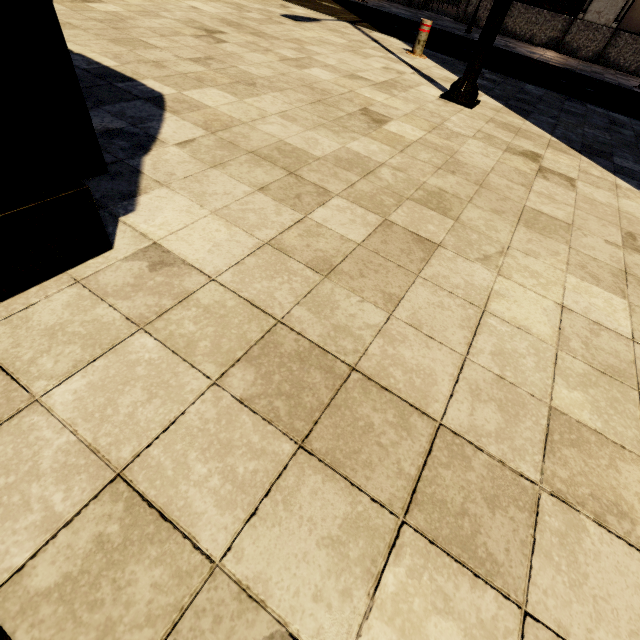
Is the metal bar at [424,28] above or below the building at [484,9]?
below

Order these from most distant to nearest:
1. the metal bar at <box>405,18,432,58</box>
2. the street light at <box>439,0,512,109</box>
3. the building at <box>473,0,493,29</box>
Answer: the building at <box>473,0,493,29</box> → the metal bar at <box>405,18,432,58</box> → the street light at <box>439,0,512,109</box>

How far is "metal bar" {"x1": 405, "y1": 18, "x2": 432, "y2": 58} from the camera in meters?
6.3

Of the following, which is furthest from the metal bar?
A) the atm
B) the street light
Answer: the atm

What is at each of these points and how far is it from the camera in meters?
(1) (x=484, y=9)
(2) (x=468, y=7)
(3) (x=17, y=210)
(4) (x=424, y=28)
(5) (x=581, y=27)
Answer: (1) building, 13.0
(2) building, 13.2
(3) atm, 1.2
(4) metal bar, 6.4
(5) building, 12.0

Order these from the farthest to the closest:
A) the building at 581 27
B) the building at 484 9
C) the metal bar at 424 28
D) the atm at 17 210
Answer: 1. the building at 484 9
2. the building at 581 27
3. the metal bar at 424 28
4. the atm at 17 210

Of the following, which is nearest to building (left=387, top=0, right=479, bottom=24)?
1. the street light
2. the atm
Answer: the street light

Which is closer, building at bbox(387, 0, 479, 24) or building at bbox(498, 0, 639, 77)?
building at bbox(498, 0, 639, 77)
